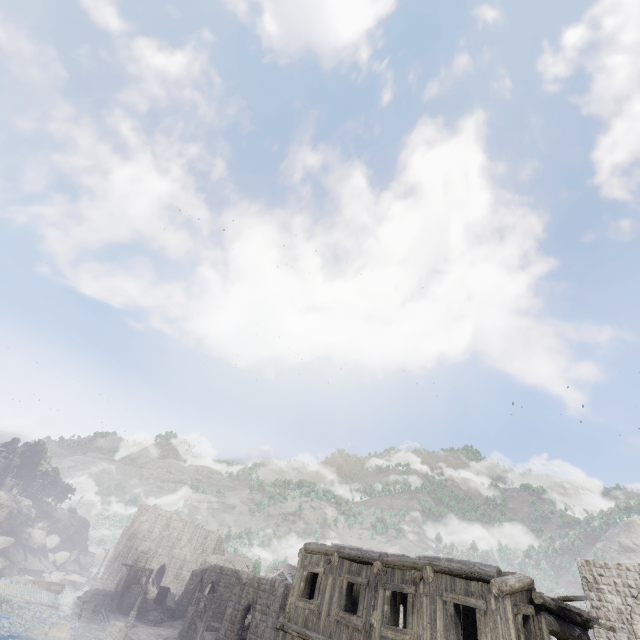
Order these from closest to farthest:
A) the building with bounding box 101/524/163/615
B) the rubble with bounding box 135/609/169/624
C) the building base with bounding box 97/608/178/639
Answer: the building base with bounding box 97/608/178/639
the rubble with bounding box 135/609/169/624
the building with bounding box 101/524/163/615

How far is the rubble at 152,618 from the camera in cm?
3950

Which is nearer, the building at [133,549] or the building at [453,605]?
the building at [453,605]

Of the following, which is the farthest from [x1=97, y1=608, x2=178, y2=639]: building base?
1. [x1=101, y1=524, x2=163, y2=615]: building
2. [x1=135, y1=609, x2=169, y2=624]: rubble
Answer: [x1=101, y1=524, x2=163, y2=615]: building

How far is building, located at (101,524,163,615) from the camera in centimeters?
4150cm

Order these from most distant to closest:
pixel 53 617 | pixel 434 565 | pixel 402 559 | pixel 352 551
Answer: pixel 53 617 < pixel 352 551 < pixel 402 559 < pixel 434 565

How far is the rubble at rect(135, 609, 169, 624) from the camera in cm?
3950

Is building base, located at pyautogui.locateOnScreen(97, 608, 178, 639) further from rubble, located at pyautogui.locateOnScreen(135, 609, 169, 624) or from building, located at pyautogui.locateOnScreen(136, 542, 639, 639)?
building, located at pyautogui.locateOnScreen(136, 542, 639, 639)
